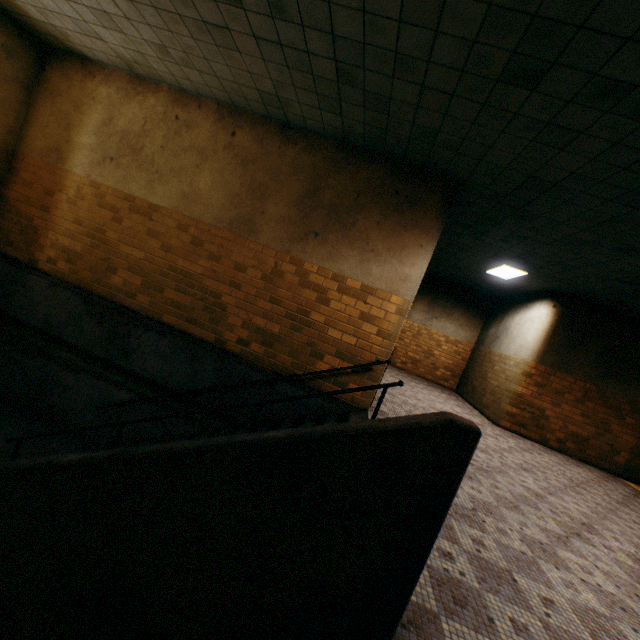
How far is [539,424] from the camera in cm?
864

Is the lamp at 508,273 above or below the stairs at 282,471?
above

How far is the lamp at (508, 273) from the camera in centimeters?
816cm

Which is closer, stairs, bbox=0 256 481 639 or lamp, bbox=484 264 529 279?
stairs, bbox=0 256 481 639

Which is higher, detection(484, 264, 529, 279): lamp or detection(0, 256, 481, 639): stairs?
detection(484, 264, 529, 279): lamp

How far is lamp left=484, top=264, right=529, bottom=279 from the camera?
8.2m
